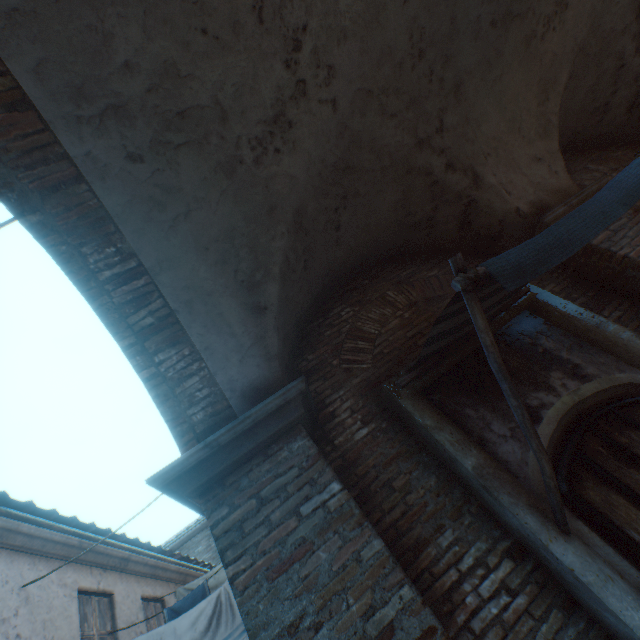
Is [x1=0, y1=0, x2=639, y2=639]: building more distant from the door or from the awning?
the door

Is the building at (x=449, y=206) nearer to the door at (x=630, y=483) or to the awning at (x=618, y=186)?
the awning at (x=618, y=186)

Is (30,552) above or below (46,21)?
above

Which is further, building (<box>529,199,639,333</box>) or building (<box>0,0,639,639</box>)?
building (<box>529,199,639,333</box>)

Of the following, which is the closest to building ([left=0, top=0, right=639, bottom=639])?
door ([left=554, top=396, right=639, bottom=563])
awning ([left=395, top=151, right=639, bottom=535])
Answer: awning ([left=395, top=151, right=639, bottom=535])

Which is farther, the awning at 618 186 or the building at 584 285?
the building at 584 285

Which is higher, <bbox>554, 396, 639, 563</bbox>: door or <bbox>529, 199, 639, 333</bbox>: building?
<bbox>529, 199, 639, 333</bbox>: building
